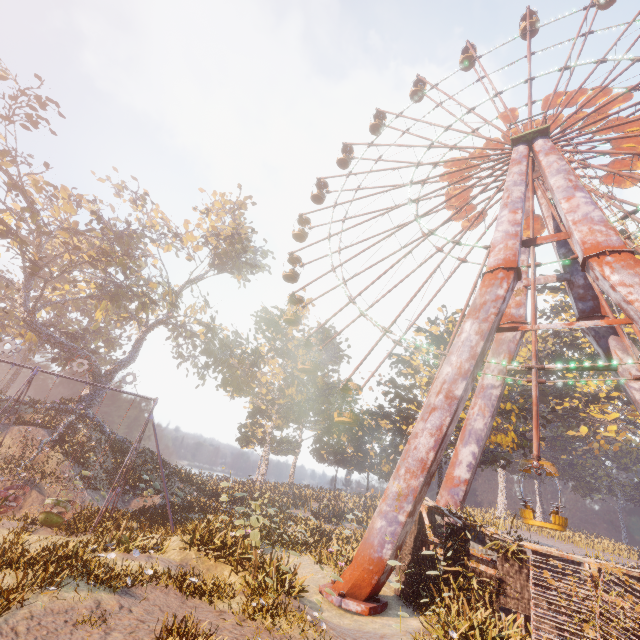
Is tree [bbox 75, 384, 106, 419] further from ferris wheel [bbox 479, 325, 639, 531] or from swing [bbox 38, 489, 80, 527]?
swing [bbox 38, 489, 80, 527]

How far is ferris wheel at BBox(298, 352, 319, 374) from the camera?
24.4m

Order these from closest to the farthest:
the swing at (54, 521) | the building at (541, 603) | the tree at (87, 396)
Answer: the building at (541, 603)
the swing at (54, 521)
the tree at (87, 396)

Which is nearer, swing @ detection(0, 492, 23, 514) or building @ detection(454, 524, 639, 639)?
building @ detection(454, 524, 639, 639)

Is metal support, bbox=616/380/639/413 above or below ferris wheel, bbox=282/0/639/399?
below

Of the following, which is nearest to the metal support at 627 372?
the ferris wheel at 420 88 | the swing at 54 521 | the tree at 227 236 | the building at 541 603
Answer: the ferris wheel at 420 88

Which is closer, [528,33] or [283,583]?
[283,583]

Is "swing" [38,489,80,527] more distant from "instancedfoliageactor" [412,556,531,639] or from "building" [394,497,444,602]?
"building" [394,497,444,602]
